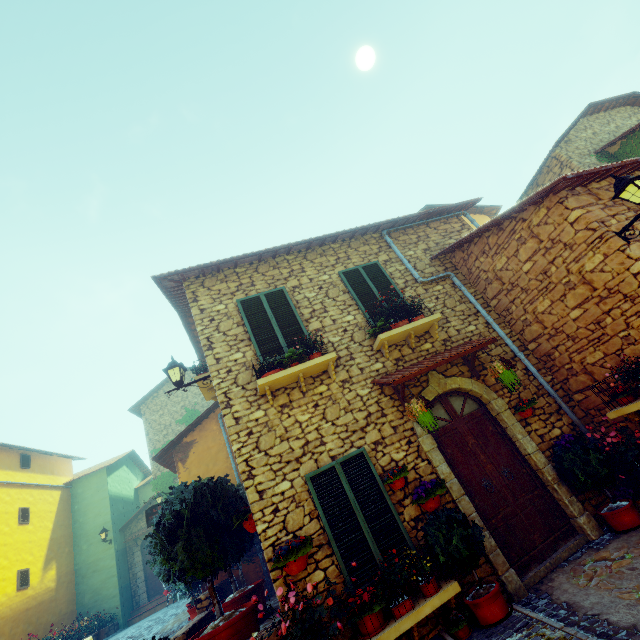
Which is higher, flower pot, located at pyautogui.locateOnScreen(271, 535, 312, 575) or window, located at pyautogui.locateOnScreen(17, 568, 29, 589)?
window, located at pyautogui.locateOnScreen(17, 568, 29, 589)

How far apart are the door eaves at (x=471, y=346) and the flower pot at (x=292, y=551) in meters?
2.6

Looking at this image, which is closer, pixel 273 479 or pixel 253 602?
pixel 253 602

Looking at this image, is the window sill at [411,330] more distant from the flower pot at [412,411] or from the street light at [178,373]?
the street light at [178,373]

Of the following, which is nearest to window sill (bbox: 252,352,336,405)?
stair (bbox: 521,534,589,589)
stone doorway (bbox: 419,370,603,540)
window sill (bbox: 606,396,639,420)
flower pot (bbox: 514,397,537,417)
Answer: stone doorway (bbox: 419,370,603,540)

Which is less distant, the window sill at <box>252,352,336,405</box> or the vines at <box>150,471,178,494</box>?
the window sill at <box>252,352,336,405</box>

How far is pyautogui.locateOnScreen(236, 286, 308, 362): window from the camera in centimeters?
636cm

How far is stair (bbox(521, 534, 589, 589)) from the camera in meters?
4.7 m
